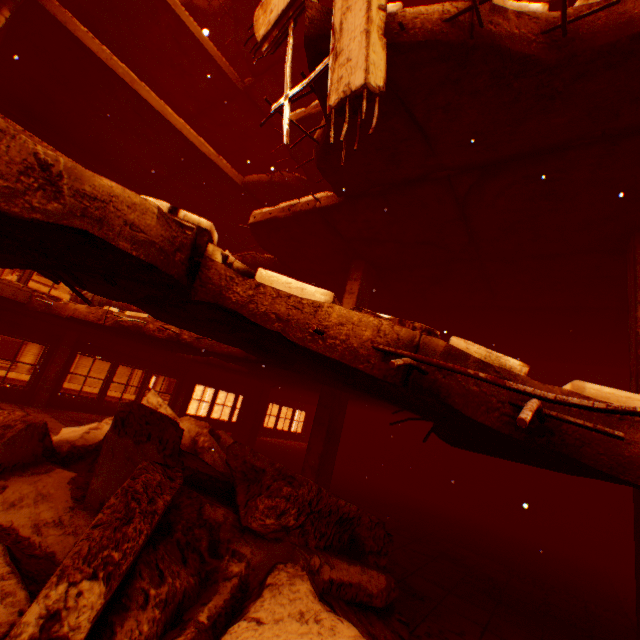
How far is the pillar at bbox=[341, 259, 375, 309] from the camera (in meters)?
7.48

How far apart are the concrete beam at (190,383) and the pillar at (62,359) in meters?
4.5

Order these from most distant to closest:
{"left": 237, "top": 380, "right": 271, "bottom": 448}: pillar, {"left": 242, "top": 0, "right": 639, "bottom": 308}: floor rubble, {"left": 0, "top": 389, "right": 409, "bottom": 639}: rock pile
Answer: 1. {"left": 237, "top": 380, "right": 271, "bottom": 448}: pillar
2. {"left": 242, "top": 0, "right": 639, "bottom": 308}: floor rubble
3. {"left": 0, "top": 389, "right": 409, "bottom": 639}: rock pile

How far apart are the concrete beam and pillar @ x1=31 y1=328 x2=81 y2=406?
4.5 meters

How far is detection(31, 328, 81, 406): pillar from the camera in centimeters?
1054cm

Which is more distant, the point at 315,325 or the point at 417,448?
the point at 417,448

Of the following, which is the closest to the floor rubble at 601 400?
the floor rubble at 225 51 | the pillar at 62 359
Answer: the floor rubble at 225 51

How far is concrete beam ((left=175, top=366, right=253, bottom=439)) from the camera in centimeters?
1191cm
